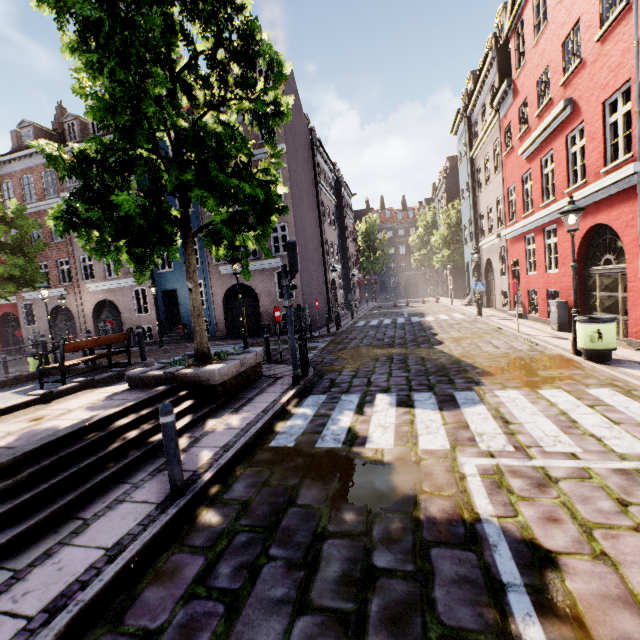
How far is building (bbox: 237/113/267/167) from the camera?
18.3 meters

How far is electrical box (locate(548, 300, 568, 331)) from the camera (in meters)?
11.16

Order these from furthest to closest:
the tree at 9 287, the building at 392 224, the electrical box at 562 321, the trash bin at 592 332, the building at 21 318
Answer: the building at 392 224 < the building at 21 318 < the tree at 9 287 < the electrical box at 562 321 < the trash bin at 592 332

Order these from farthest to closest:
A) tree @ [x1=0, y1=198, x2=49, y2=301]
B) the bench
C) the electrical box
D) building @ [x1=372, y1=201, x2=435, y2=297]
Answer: building @ [x1=372, y1=201, x2=435, y2=297], tree @ [x1=0, y1=198, x2=49, y2=301], the electrical box, the bench

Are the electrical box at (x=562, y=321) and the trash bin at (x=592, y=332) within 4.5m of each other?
yes

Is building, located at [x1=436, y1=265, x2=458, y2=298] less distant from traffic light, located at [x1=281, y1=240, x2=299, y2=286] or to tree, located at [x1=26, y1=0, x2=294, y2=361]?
tree, located at [x1=26, y1=0, x2=294, y2=361]

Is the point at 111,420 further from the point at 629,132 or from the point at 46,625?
the point at 629,132

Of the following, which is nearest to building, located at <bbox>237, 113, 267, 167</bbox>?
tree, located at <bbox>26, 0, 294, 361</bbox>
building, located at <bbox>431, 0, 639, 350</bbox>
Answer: tree, located at <bbox>26, 0, 294, 361</bbox>
